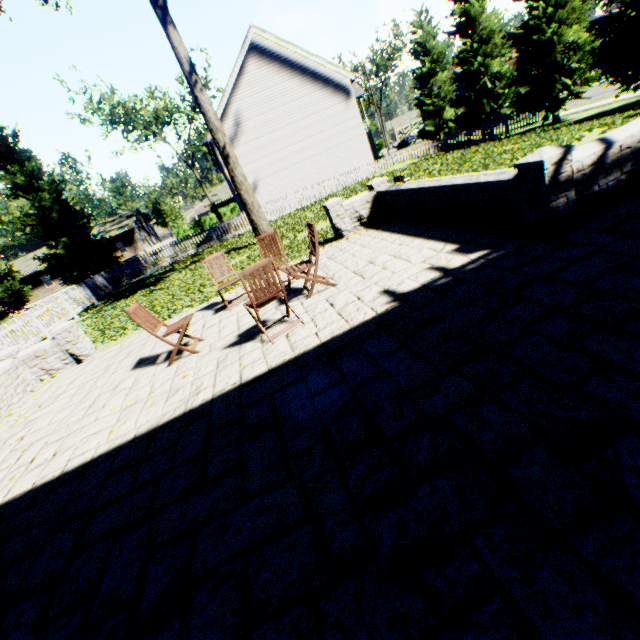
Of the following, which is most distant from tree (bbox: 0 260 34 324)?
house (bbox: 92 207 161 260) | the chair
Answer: the chair

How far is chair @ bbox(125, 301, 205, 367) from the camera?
5.2m

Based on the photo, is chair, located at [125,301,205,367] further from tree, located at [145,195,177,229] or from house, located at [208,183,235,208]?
house, located at [208,183,235,208]

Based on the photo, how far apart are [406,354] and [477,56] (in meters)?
28.12

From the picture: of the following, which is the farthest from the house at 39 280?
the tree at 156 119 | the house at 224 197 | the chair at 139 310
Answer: the chair at 139 310

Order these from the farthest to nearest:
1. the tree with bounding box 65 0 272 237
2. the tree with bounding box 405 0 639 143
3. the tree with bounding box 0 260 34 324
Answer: the tree with bounding box 0 260 34 324 → the tree with bounding box 405 0 639 143 → the tree with bounding box 65 0 272 237

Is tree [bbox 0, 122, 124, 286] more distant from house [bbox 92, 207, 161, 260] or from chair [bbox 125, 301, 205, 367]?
chair [bbox 125, 301, 205, 367]

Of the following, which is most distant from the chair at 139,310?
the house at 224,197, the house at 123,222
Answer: the house at 224,197
